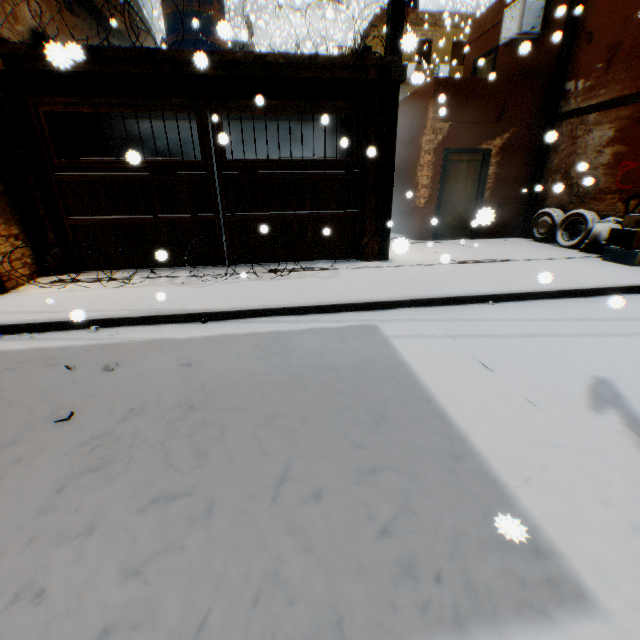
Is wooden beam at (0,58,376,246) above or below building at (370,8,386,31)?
below

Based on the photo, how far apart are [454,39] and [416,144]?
17.7 meters

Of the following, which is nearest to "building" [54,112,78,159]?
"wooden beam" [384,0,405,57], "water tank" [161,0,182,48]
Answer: "wooden beam" [384,0,405,57]

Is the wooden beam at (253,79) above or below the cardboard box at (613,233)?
above

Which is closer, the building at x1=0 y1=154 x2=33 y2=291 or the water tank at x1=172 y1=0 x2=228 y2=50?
the building at x1=0 y1=154 x2=33 y2=291

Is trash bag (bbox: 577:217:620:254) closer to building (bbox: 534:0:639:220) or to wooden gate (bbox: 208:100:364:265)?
building (bbox: 534:0:639:220)

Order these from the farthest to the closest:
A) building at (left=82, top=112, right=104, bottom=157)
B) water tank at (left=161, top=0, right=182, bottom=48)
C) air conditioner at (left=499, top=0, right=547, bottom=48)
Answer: air conditioner at (left=499, top=0, right=547, bottom=48), water tank at (left=161, top=0, right=182, bottom=48), building at (left=82, top=112, right=104, bottom=157)

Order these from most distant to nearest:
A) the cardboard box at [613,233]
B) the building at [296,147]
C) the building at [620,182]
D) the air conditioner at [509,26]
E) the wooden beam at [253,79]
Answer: the building at [296,147]
the air conditioner at [509,26]
the building at [620,182]
the cardboard box at [613,233]
the wooden beam at [253,79]
